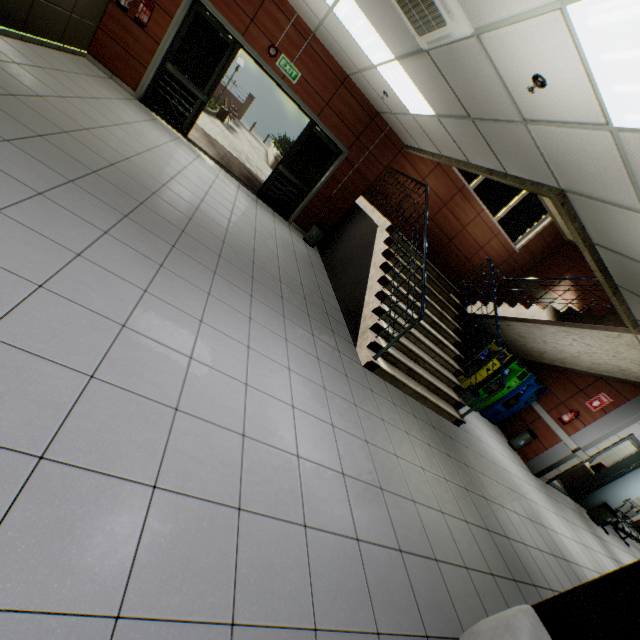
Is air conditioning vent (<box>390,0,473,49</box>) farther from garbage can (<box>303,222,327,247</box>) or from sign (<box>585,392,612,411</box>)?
sign (<box>585,392,612,411</box>)

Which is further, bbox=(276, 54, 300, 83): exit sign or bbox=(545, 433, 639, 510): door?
bbox=(545, 433, 639, 510): door

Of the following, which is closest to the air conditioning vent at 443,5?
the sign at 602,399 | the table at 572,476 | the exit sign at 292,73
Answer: the exit sign at 292,73

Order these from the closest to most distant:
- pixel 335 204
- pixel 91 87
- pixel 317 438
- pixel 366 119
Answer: pixel 317 438
pixel 91 87
pixel 366 119
pixel 335 204

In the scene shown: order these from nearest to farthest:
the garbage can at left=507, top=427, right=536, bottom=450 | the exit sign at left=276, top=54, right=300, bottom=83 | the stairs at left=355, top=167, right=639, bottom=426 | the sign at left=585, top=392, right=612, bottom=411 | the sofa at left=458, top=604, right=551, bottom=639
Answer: the sofa at left=458, top=604, right=551, bottom=639
the stairs at left=355, top=167, right=639, bottom=426
the exit sign at left=276, top=54, right=300, bottom=83
the sign at left=585, top=392, right=612, bottom=411
the garbage can at left=507, top=427, right=536, bottom=450

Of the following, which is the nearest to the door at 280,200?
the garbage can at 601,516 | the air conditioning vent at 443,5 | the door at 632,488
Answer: the air conditioning vent at 443,5

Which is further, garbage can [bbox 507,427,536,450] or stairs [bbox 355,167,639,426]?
garbage can [bbox 507,427,536,450]

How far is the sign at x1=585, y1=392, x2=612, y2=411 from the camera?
7.3m
